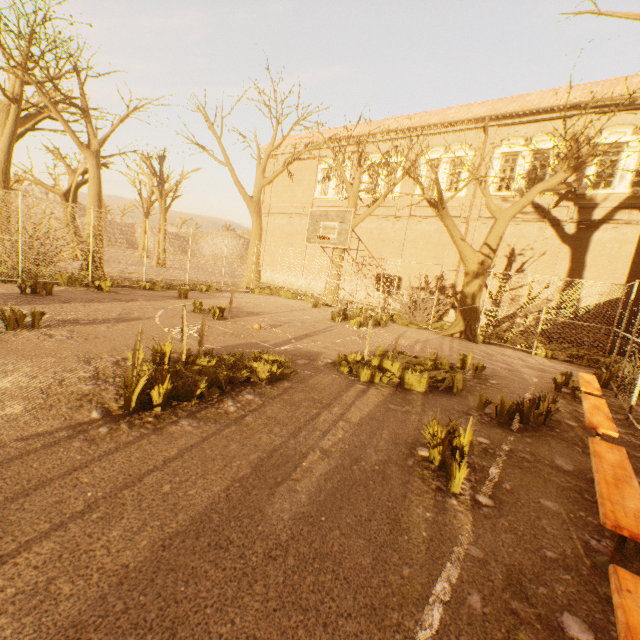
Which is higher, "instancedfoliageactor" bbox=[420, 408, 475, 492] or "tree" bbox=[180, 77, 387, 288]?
"tree" bbox=[180, 77, 387, 288]

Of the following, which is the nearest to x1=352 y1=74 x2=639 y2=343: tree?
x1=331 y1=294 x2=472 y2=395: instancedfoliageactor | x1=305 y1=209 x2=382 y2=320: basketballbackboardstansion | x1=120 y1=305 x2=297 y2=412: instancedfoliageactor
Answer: x1=305 y1=209 x2=382 y2=320: basketballbackboardstansion

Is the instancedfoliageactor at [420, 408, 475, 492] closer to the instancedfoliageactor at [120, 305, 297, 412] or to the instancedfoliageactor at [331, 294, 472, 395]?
the instancedfoliageactor at [331, 294, 472, 395]

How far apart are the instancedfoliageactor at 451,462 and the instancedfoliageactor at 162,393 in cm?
283

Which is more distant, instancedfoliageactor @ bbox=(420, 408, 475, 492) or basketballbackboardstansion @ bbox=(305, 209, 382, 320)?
basketballbackboardstansion @ bbox=(305, 209, 382, 320)

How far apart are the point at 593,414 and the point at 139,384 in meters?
6.4 m

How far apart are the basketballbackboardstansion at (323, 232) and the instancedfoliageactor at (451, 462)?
7.2m

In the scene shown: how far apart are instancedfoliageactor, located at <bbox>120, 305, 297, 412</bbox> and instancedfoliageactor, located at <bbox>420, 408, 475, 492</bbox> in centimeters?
283cm
